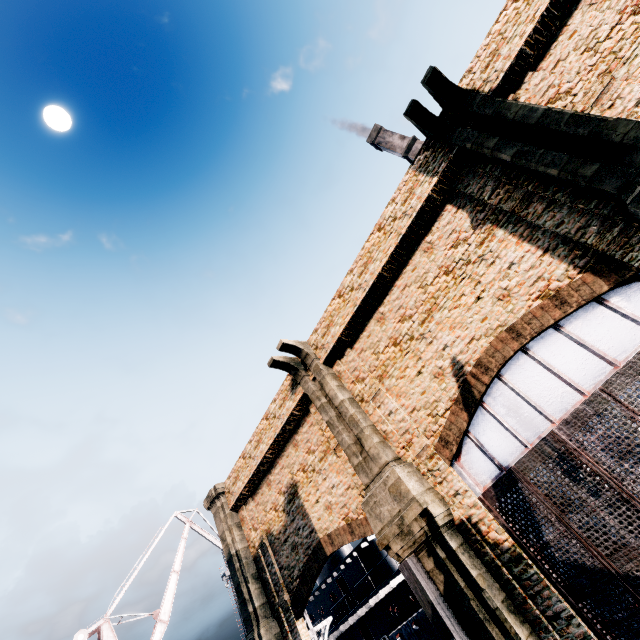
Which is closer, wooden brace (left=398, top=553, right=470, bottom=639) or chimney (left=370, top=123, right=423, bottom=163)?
wooden brace (left=398, top=553, right=470, bottom=639)

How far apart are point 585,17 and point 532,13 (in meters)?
1.51

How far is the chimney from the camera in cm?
5275

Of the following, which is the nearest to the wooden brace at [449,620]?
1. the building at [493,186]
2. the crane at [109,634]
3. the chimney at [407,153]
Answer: A: the building at [493,186]

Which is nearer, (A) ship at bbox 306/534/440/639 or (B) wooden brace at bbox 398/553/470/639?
(B) wooden brace at bbox 398/553/470/639

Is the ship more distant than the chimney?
No

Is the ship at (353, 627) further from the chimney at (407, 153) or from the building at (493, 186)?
the chimney at (407, 153)

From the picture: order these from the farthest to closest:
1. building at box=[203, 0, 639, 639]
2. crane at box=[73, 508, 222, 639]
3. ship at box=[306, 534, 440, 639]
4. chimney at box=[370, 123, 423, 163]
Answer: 1. chimney at box=[370, 123, 423, 163]
2. crane at box=[73, 508, 222, 639]
3. ship at box=[306, 534, 440, 639]
4. building at box=[203, 0, 639, 639]
